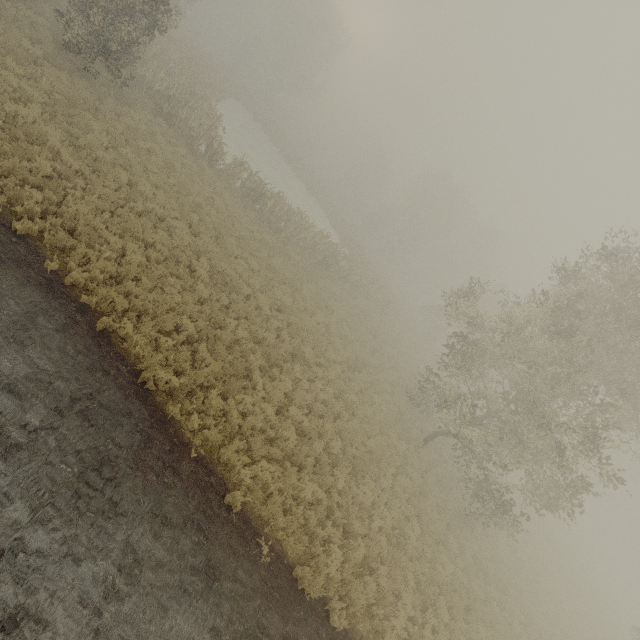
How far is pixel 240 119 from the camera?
40.7 meters
